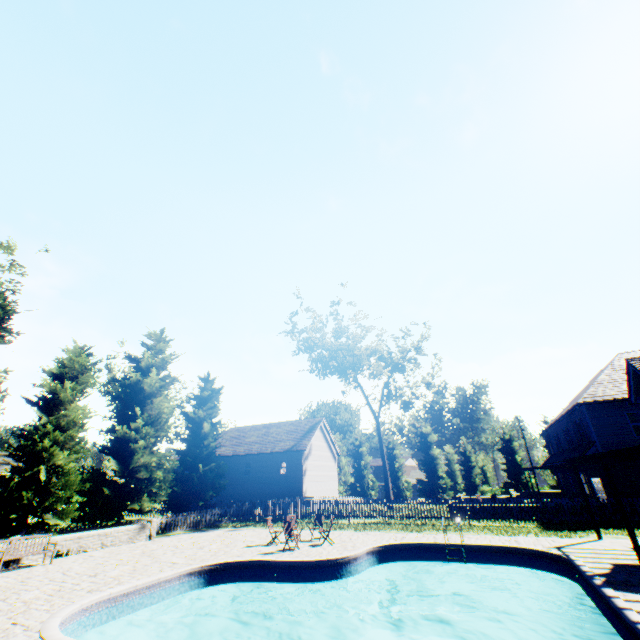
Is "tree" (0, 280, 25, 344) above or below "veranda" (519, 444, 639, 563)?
above

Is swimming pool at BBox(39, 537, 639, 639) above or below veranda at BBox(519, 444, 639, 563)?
below

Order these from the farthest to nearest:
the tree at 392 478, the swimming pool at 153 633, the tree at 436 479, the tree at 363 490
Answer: the tree at 363 490
the tree at 436 479
the tree at 392 478
the swimming pool at 153 633

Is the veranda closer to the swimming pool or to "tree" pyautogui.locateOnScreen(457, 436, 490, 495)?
the swimming pool

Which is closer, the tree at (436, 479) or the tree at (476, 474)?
the tree at (476, 474)

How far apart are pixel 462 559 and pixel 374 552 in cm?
366

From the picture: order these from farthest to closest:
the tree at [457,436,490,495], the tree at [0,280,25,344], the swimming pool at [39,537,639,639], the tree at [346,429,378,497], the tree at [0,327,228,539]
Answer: the tree at [346,429,378,497], the tree at [457,436,490,495], the tree at [0,327,228,539], the tree at [0,280,25,344], the swimming pool at [39,537,639,639]
